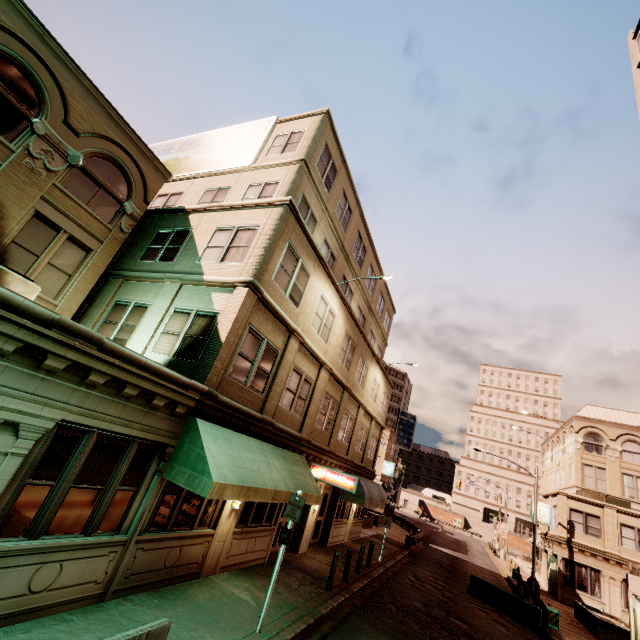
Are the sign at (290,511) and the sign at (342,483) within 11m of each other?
yes

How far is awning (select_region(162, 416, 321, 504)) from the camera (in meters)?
7.48

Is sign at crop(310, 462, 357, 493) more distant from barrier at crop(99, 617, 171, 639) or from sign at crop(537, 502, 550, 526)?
sign at crop(537, 502, 550, 526)

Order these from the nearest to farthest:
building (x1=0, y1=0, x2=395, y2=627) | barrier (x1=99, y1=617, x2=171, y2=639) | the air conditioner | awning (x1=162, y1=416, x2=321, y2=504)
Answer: barrier (x1=99, y1=617, x2=171, y2=639) → building (x1=0, y1=0, x2=395, y2=627) → awning (x1=162, y1=416, x2=321, y2=504) → the air conditioner

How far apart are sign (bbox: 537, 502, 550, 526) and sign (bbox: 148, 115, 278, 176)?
38.5 meters

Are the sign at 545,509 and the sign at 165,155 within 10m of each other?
no

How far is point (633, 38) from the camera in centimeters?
2320cm

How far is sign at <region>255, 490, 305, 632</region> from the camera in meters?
7.7
